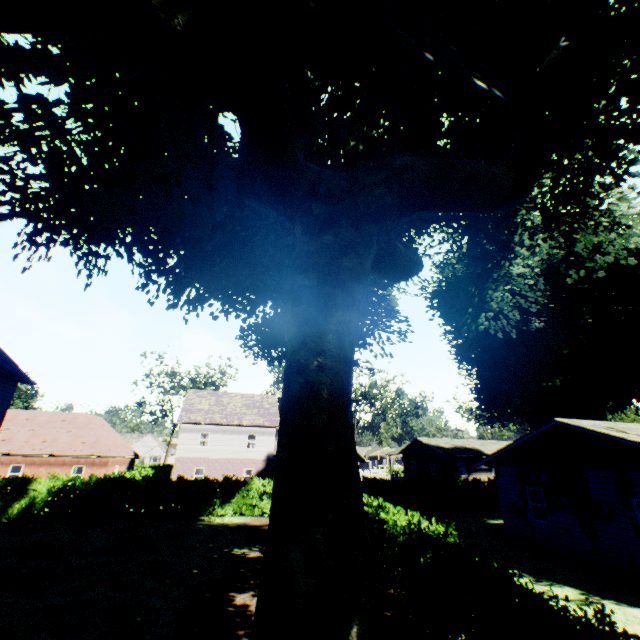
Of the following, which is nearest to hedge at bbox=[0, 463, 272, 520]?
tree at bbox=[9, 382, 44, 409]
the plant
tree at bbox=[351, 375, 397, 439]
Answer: tree at bbox=[9, 382, 44, 409]

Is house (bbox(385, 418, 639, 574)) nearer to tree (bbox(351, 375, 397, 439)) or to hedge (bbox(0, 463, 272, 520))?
hedge (bbox(0, 463, 272, 520))

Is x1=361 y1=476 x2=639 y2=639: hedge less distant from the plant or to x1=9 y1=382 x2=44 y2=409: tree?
x1=9 y1=382 x2=44 y2=409: tree

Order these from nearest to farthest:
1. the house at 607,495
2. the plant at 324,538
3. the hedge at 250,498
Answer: the plant at 324,538, the house at 607,495, the hedge at 250,498

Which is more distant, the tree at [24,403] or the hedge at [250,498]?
the tree at [24,403]

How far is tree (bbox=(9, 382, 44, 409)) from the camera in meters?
41.9

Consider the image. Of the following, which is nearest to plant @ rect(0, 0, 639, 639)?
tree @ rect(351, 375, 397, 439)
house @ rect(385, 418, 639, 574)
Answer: house @ rect(385, 418, 639, 574)

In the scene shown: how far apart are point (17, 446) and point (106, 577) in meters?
29.5
